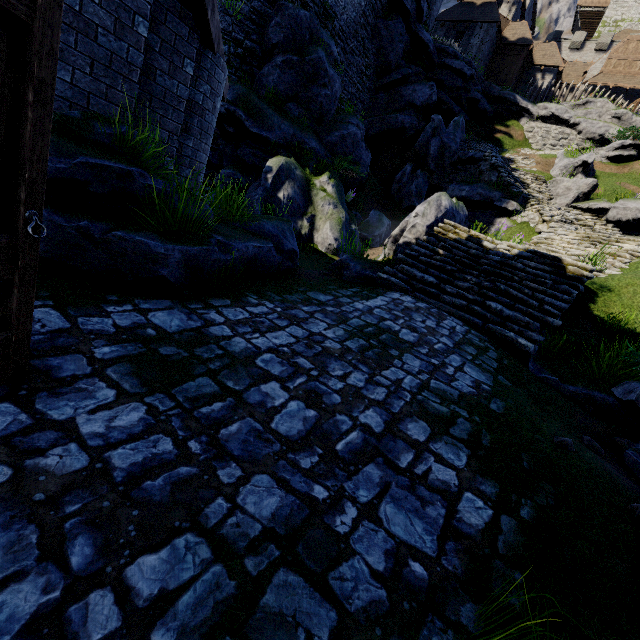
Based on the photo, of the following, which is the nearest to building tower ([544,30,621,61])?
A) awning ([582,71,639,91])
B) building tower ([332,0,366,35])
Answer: awning ([582,71,639,91])

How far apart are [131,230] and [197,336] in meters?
1.4 m

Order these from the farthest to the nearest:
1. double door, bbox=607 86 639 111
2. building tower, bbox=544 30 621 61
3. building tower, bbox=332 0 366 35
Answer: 1. building tower, bbox=544 30 621 61
2. double door, bbox=607 86 639 111
3. building tower, bbox=332 0 366 35

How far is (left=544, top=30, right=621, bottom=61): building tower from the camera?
41.3m

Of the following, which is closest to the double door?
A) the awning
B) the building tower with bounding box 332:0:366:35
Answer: the awning

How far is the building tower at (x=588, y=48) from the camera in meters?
41.3

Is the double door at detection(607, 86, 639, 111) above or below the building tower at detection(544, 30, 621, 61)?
below

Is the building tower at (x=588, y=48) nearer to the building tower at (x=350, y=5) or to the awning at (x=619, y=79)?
the awning at (x=619, y=79)
